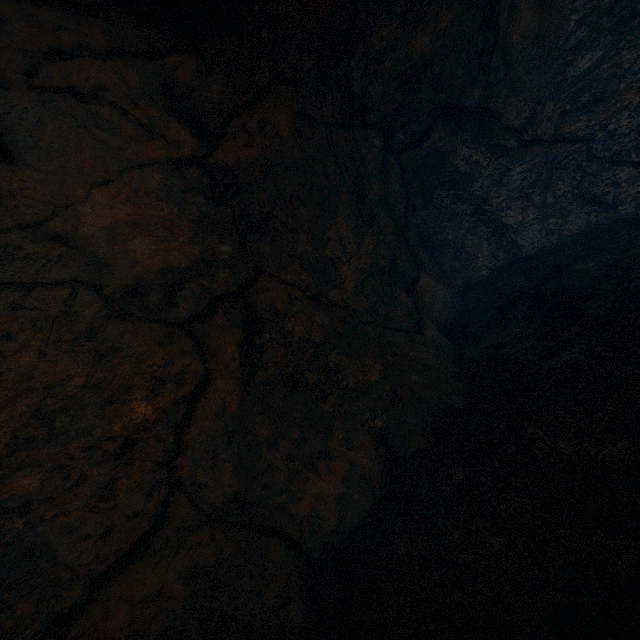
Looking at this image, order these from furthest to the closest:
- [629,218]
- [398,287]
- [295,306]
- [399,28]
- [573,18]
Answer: [398,287], [629,218], [573,18], [399,28], [295,306]
